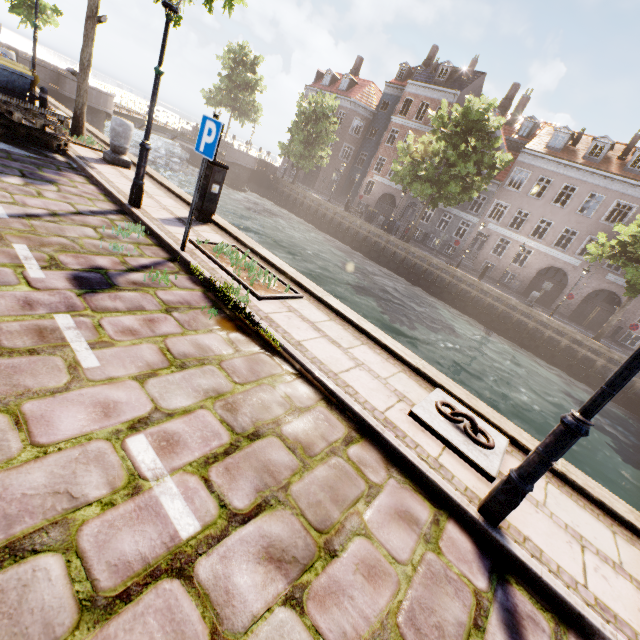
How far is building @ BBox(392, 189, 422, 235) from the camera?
34.3 meters

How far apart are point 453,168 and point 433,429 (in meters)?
26.72

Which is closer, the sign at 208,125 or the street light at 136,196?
the sign at 208,125

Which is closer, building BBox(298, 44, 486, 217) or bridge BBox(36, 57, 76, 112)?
bridge BBox(36, 57, 76, 112)

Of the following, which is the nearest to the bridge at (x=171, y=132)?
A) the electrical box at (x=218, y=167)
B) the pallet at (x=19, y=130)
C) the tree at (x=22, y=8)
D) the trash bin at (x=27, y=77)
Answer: the tree at (x=22, y=8)

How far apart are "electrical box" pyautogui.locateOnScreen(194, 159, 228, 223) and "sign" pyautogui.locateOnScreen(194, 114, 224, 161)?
2.0m

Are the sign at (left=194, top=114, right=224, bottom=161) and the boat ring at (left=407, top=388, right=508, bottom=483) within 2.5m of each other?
no

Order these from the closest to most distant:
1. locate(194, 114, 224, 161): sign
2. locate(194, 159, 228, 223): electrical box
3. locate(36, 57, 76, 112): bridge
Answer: locate(194, 114, 224, 161): sign → locate(194, 159, 228, 223): electrical box → locate(36, 57, 76, 112): bridge
